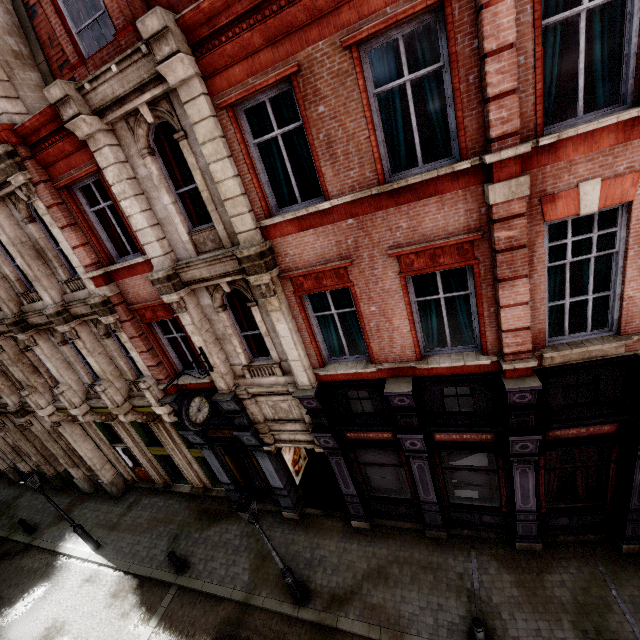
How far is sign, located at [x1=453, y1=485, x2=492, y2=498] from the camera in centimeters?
915cm

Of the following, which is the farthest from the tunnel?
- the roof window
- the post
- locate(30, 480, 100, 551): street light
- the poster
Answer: the roof window

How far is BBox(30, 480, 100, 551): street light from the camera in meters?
12.3 m

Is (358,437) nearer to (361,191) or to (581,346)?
(581,346)

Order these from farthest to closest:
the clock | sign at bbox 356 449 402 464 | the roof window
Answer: sign at bbox 356 449 402 464 < the clock < the roof window

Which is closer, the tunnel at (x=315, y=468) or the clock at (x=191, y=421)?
the clock at (x=191, y=421)

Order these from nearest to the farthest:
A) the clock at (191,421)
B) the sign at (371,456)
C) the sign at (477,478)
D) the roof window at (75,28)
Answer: the roof window at (75,28), the clock at (191,421), the sign at (477,478), the sign at (371,456)

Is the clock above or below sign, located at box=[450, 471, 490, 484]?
above
